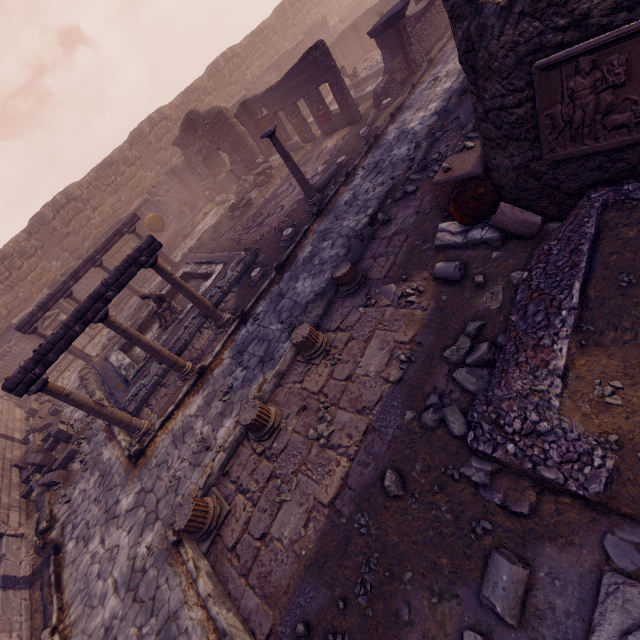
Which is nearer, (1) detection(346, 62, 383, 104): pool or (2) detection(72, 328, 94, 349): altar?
(1) detection(346, 62, 383, 104): pool

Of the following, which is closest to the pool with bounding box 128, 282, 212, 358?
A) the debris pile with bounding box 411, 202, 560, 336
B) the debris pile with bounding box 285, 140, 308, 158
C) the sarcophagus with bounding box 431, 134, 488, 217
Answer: the debris pile with bounding box 285, 140, 308, 158

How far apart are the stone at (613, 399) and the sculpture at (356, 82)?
17.4 meters

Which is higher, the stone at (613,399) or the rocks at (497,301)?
the stone at (613,399)

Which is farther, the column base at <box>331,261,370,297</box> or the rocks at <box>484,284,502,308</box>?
the column base at <box>331,261,370,297</box>

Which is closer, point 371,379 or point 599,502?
point 599,502

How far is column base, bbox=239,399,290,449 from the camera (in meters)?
5.15

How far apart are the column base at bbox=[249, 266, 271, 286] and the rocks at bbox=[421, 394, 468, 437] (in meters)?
6.08
